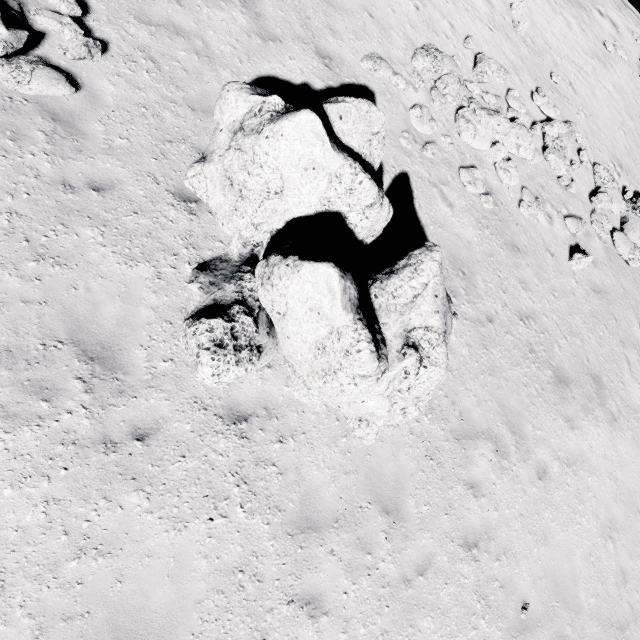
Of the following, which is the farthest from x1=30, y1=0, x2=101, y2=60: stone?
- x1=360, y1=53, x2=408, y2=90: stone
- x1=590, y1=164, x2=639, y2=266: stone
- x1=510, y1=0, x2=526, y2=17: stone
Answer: x1=510, y1=0, x2=526, y2=17: stone

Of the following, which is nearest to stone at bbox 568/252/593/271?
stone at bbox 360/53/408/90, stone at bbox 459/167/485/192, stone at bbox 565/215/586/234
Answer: stone at bbox 565/215/586/234

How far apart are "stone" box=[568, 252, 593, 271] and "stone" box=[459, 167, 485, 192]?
3.6 meters

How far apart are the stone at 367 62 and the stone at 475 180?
2.9m

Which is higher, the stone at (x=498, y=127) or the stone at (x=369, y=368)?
the stone at (x=498, y=127)

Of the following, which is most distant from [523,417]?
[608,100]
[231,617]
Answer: [608,100]

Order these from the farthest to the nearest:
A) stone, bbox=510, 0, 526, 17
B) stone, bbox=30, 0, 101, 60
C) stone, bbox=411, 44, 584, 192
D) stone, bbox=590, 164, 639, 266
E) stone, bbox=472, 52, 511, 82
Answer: stone, bbox=510, 0, 526, 17 < stone, bbox=590, 164, 639, 266 < stone, bbox=472, 52, 511, 82 < stone, bbox=411, 44, 584, 192 < stone, bbox=30, 0, 101, 60

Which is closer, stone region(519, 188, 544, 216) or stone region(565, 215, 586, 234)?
stone region(519, 188, 544, 216)
